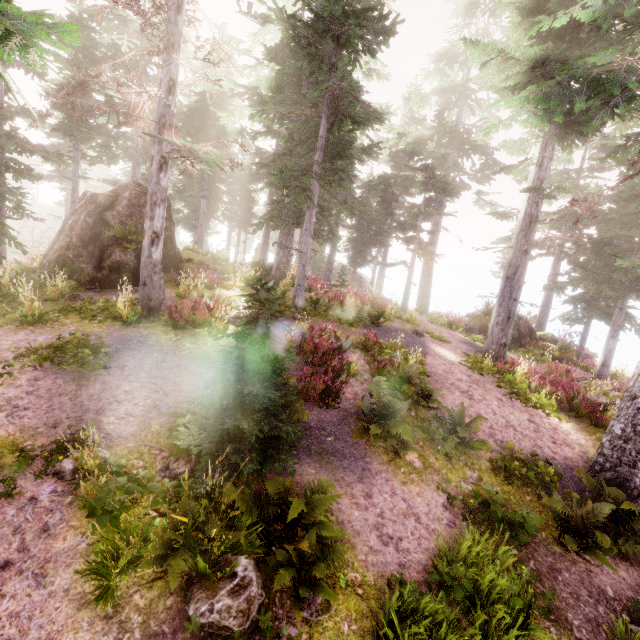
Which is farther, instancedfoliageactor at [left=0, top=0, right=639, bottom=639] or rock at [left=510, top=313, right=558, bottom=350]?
rock at [left=510, top=313, right=558, bottom=350]

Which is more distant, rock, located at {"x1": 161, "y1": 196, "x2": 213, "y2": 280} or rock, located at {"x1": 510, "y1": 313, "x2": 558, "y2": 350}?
rock, located at {"x1": 510, "y1": 313, "x2": 558, "y2": 350}

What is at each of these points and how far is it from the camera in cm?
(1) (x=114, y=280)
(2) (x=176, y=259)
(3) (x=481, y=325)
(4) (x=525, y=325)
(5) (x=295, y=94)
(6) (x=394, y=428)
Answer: (1) rock, 1283
(2) rock, 1442
(3) rock, 2112
(4) rock, 2133
(5) instancedfoliageactor, 1942
(6) instancedfoliageactor, 738

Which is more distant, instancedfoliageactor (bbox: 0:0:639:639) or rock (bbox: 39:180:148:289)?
rock (bbox: 39:180:148:289)

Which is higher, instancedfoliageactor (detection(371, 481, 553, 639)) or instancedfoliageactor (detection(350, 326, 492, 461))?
instancedfoliageactor (detection(350, 326, 492, 461))

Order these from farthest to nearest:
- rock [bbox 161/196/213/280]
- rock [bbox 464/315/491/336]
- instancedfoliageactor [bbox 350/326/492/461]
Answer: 1. rock [bbox 464/315/491/336]
2. rock [bbox 161/196/213/280]
3. instancedfoliageactor [bbox 350/326/492/461]

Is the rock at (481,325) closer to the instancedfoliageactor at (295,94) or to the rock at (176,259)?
the instancedfoliageactor at (295,94)

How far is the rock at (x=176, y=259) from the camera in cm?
1402
